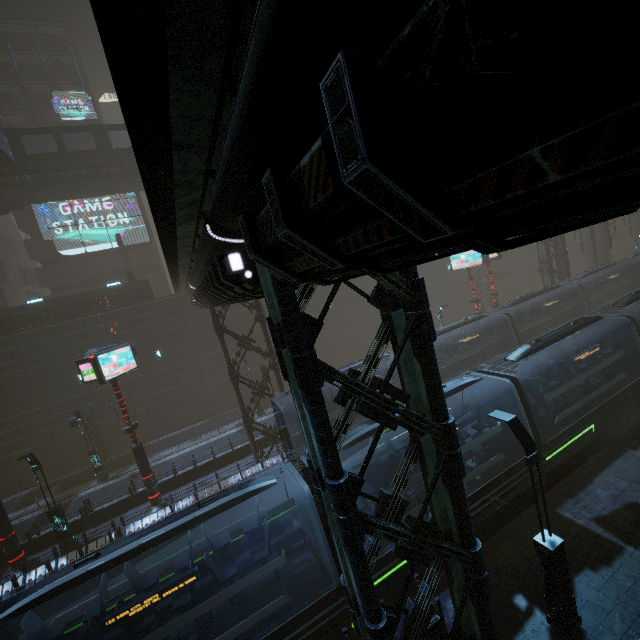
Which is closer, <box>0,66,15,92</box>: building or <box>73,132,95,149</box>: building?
<box>0,66,15,92</box>: building

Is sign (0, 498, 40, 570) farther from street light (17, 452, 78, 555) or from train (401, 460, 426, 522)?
train (401, 460, 426, 522)

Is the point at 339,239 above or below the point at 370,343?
above

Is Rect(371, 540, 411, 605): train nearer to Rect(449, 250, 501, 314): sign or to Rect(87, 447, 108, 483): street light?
Rect(449, 250, 501, 314): sign

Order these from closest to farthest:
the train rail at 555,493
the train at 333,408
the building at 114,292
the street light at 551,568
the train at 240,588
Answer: the train at 240,588, the street light at 551,568, the train rail at 555,493, the train at 333,408, the building at 114,292

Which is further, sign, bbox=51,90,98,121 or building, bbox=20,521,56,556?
sign, bbox=51,90,98,121

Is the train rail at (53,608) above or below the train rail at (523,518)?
above

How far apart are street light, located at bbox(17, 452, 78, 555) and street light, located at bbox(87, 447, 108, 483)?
6.6 meters
